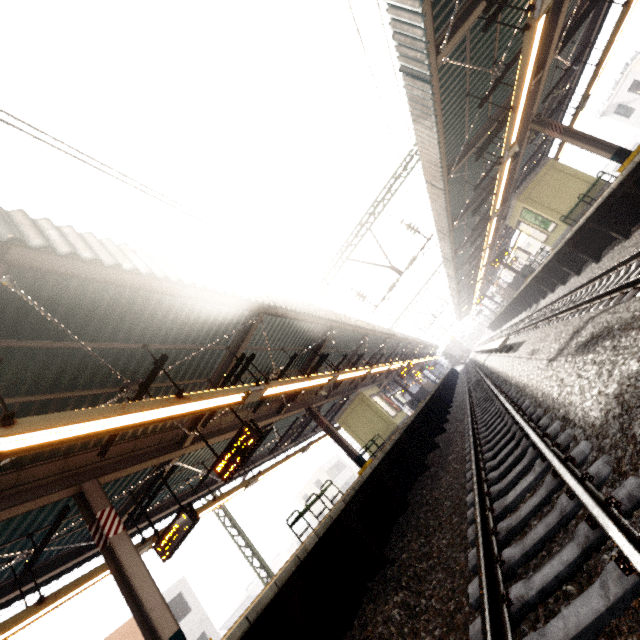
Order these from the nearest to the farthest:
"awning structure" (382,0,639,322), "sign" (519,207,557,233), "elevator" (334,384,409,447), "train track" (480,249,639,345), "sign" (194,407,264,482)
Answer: "train track" (480,249,639,345), "awning structure" (382,0,639,322), "sign" (194,407,264,482), "sign" (519,207,557,233), "elevator" (334,384,409,447)

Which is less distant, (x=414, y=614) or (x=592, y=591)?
(x=592, y=591)

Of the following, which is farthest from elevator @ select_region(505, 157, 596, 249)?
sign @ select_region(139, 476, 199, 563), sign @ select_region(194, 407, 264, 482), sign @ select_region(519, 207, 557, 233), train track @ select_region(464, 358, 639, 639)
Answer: sign @ select_region(139, 476, 199, 563)

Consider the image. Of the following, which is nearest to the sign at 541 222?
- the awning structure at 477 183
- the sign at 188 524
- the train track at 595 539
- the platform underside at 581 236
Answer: the awning structure at 477 183

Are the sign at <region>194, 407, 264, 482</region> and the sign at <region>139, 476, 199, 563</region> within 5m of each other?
yes

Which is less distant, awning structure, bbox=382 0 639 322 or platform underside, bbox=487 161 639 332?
awning structure, bbox=382 0 639 322

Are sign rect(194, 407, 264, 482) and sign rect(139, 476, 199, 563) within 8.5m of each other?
yes

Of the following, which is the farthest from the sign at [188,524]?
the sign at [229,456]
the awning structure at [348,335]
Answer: the sign at [229,456]
